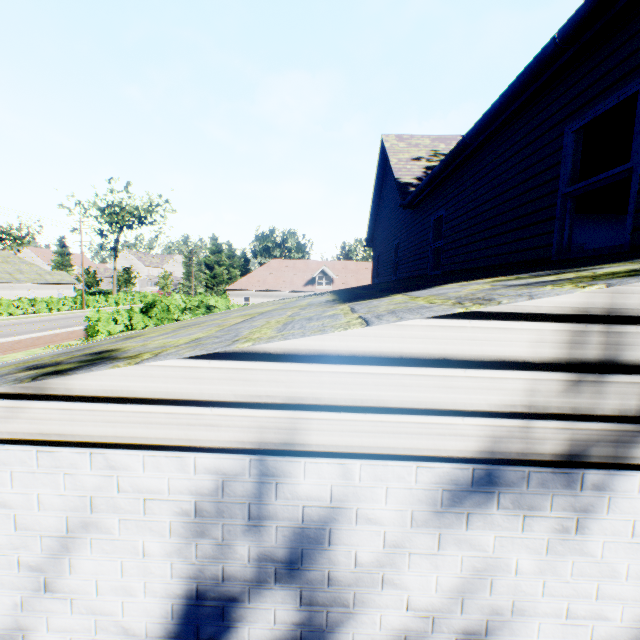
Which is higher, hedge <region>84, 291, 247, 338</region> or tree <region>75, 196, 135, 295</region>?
tree <region>75, 196, 135, 295</region>

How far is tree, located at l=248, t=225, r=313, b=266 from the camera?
52.4 meters

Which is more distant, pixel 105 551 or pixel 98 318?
pixel 98 318

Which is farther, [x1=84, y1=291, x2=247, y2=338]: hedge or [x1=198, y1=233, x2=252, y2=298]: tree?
[x1=198, y1=233, x2=252, y2=298]: tree

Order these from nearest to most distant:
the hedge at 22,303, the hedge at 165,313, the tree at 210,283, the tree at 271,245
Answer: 1. the hedge at 165,313
2. the hedge at 22,303
3. the tree at 210,283
4. the tree at 271,245

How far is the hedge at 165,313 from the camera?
22.6 meters

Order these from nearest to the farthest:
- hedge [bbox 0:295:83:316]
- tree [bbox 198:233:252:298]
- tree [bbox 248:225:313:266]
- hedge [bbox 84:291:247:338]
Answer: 1. hedge [bbox 84:291:247:338]
2. hedge [bbox 0:295:83:316]
3. tree [bbox 198:233:252:298]
4. tree [bbox 248:225:313:266]
